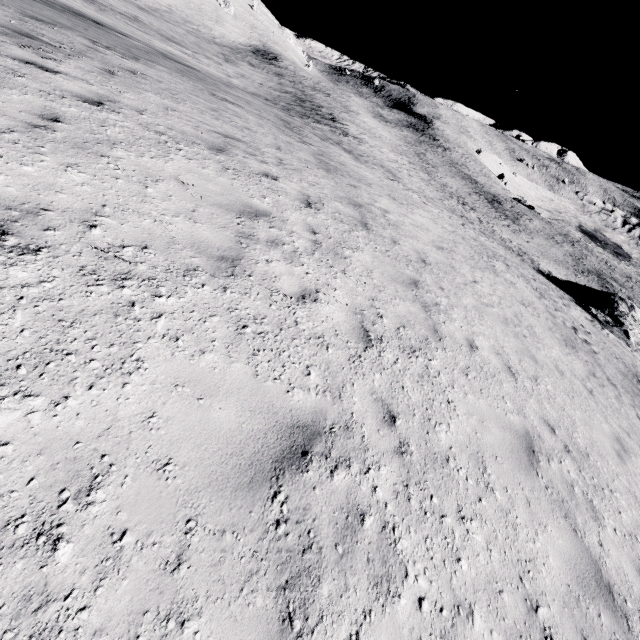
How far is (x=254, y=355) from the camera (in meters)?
3.34
